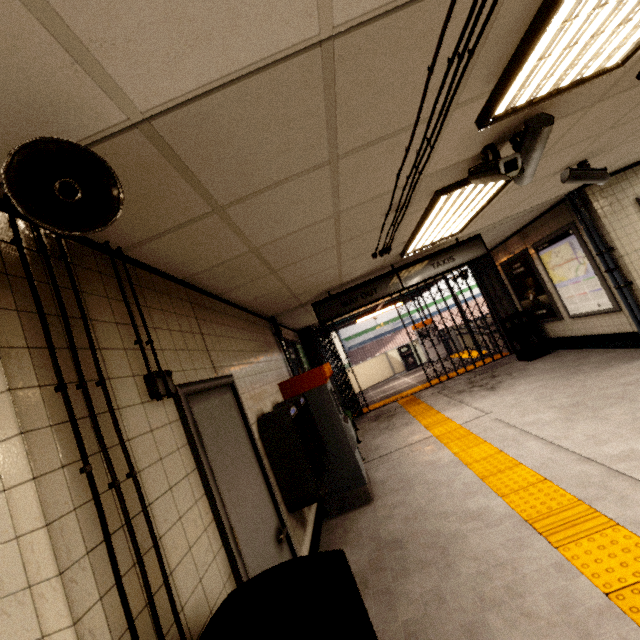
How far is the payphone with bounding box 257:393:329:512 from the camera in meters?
2.9

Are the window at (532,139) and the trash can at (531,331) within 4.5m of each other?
no

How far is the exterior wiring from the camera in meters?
1.7

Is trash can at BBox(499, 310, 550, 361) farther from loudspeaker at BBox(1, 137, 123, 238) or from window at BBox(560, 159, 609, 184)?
loudspeaker at BBox(1, 137, 123, 238)

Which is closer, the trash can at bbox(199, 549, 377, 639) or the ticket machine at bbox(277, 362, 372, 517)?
the trash can at bbox(199, 549, 377, 639)

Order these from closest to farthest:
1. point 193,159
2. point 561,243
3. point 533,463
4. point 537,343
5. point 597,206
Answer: point 193,159, point 533,463, point 597,206, point 561,243, point 537,343

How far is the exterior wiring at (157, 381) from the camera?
1.7 meters

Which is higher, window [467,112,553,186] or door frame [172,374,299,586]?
window [467,112,553,186]
